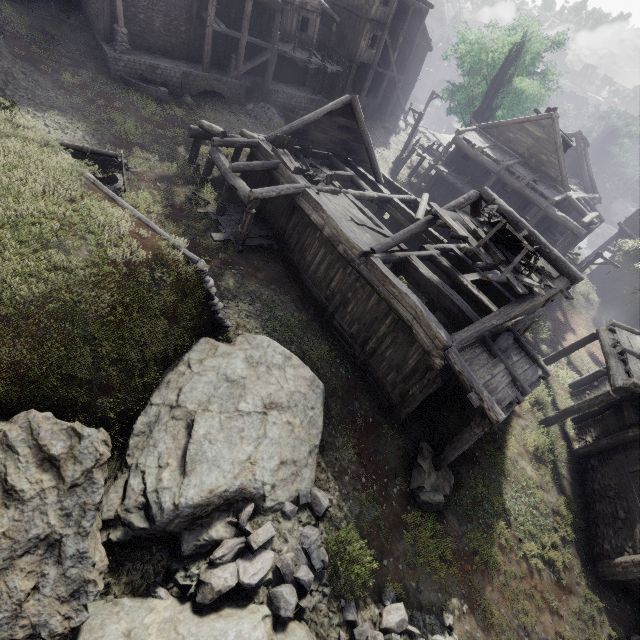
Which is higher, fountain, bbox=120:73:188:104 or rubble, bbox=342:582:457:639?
fountain, bbox=120:73:188:104

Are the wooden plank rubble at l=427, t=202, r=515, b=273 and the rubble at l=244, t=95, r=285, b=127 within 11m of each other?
no

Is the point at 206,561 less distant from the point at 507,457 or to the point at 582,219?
the point at 507,457

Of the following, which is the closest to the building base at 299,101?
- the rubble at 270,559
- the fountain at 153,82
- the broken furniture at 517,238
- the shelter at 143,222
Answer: the fountain at 153,82

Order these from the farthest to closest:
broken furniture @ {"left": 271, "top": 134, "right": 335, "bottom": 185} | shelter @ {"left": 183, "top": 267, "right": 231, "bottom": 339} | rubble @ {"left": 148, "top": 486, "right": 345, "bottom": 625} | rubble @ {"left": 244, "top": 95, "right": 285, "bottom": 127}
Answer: rubble @ {"left": 244, "top": 95, "right": 285, "bottom": 127}, broken furniture @ {"left": 271, "top": 134, "right": 335, "bottom": 185}, shelter @ {"left": 183, "top": 267, "right": 231, "bottom": 339}, rubble @ {"left": 148, "top": 486, "right": 345, "bottom": 625}

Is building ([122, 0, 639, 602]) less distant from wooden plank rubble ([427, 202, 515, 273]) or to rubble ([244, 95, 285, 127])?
wooden plank rubble ([427, 202, 515, 273])

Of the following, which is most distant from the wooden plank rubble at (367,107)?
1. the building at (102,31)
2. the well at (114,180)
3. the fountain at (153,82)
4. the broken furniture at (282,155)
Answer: the well at (114,180)

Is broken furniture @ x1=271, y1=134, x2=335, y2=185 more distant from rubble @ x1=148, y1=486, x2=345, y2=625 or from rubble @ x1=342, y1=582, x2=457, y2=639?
rubble @ x1=342, y1=582, x2=457, y2=639
